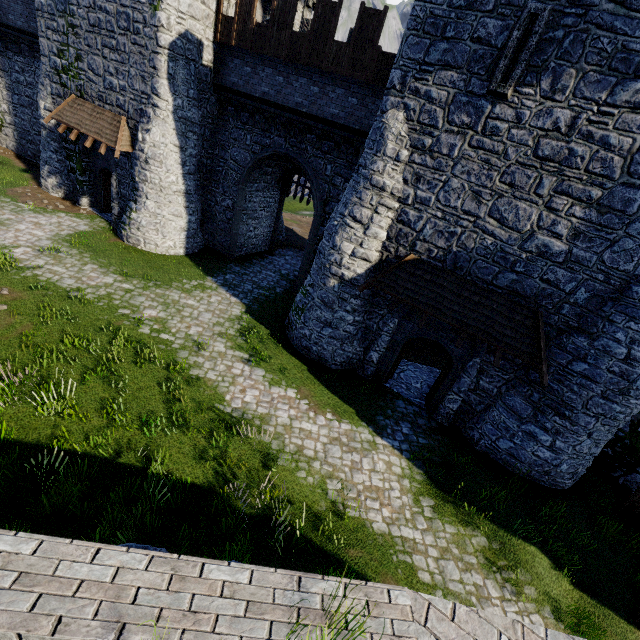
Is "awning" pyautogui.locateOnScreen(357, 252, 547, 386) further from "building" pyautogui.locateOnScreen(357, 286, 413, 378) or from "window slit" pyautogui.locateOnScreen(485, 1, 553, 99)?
"window slit" pyautogui.locateOnScreen(485, 1, 553, 99)

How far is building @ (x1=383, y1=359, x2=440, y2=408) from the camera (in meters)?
13.13

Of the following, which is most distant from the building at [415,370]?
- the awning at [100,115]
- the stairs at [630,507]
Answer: the stairs at [630,507]

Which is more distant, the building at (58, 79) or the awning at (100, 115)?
the awning at (100, 115)

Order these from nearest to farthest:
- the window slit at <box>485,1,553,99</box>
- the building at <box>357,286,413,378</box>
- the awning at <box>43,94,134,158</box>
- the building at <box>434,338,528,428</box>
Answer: the window slit at <box>485,1,553,99</box>, the building at <box>434,338,528,428</box>, the building at <box>357,286,413,378</box>, the awning at <box>43,94,134,158</box>

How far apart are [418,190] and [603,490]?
11.8m

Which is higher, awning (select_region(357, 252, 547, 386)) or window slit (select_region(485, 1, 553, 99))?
window slit (select_region(485, 1, 553, 99))

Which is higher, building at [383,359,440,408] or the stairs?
the stairs
